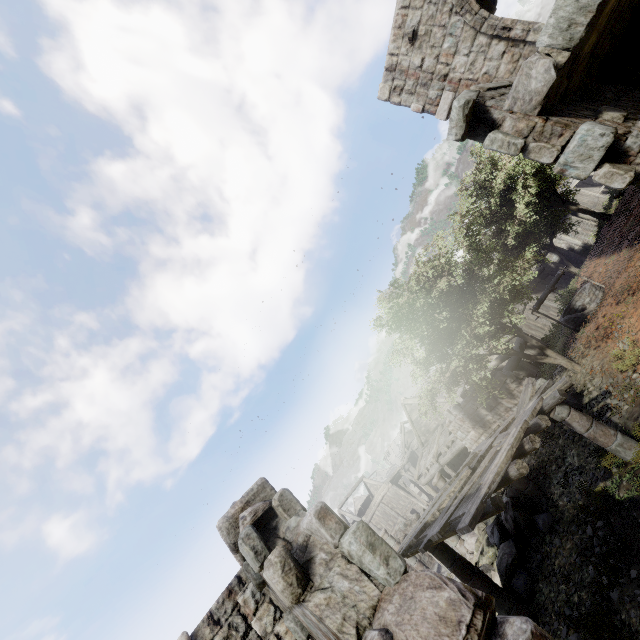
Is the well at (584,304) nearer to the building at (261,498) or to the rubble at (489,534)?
the building at (261,498)

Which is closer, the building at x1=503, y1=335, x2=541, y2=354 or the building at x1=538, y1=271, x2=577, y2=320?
the building at x1=538, y1=271, x2=577, y2=320

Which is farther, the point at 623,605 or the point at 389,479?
the point at 389,479

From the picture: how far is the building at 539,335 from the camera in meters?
19.1

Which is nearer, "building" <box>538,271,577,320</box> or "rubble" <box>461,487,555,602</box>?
"rubble" <box>461,487,555,602</box>

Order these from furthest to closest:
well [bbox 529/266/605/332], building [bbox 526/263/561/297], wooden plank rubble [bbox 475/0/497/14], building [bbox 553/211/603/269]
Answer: building [bbox 553/211/603/269] → building [bbox 526/263/561/297] → well [bbox 529/266/605/332] → wooden plank rubble [bbox 475/0/497/14]

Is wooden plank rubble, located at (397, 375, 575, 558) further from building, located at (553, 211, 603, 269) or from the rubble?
the rubble
